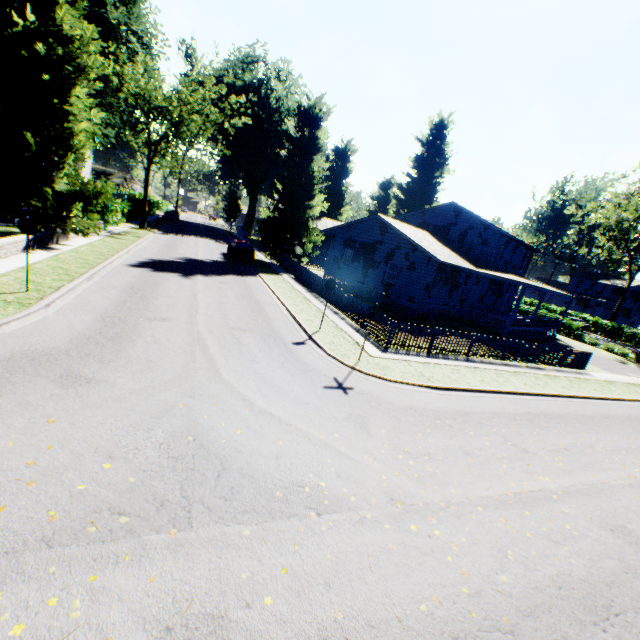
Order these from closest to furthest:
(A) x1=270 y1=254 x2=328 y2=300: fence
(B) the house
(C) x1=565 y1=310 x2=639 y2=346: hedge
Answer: (A) x1=270 y1=254 x2=328 y2=300: fence → (B) the house → (C) x1=565 y1=310 x2=639 y2=346: hedge

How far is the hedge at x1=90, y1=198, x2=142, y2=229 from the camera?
26.0 meters

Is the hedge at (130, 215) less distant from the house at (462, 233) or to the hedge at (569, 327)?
the house at (462, 233)

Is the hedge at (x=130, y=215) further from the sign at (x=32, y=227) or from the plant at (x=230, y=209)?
the sign at (x=32, y=227)

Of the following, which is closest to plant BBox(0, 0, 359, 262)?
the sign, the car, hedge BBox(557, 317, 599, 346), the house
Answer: the house

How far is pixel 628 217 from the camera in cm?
4281

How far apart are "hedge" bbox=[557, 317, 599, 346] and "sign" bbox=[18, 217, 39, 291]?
43.68m

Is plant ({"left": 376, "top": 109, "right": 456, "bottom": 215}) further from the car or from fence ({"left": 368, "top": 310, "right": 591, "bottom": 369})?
the car
